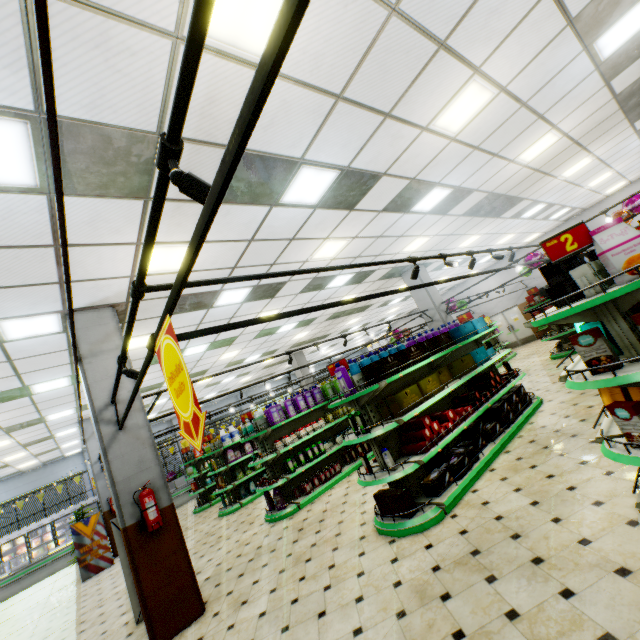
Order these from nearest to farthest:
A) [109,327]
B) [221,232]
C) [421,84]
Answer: [421,84] → [221,232] → [109,327]

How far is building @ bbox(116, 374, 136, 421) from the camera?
5.1 meters

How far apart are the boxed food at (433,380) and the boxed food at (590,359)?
2.5 meters

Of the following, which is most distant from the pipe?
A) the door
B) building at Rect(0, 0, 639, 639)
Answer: the door

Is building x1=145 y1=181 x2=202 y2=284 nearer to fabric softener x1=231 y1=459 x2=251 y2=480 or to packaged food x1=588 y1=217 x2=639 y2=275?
fabric softener x1=231 y1=459 x2=251 y2=480

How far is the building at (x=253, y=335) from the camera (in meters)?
10.66

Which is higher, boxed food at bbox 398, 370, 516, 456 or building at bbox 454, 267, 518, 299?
building at bbox 454, 267, 518, 299

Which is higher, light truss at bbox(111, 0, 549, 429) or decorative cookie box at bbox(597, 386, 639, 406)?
light truss at bbox(111, 0, 549, 429)
